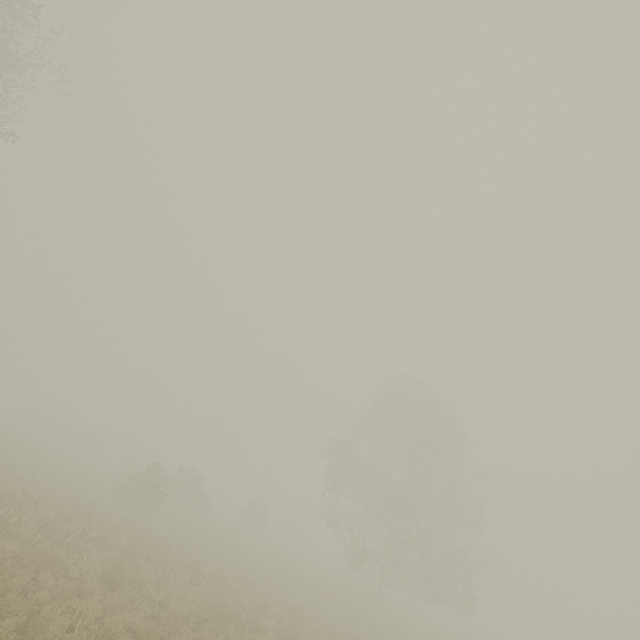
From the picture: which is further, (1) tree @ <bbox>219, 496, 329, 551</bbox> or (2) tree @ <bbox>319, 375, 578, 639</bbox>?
(1) tree @ <bbox>219, 496, 329, 551</bbox>

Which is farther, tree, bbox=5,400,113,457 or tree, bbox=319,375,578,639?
tree, bbox=5,400,113,457

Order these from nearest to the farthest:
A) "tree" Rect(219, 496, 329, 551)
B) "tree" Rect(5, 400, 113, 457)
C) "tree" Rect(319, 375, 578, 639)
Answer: "tree" Rect(319, 375, 578, 639), "tree" Rect(219, 496, 329, 551), "tree" Rect(5, 400, 113, 457)

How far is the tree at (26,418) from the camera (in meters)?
38.22

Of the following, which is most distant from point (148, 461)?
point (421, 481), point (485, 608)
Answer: point (485, 608)

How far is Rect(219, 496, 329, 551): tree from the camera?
31.2 meters

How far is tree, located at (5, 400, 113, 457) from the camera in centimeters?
3822cm

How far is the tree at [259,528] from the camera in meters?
31.2 m
